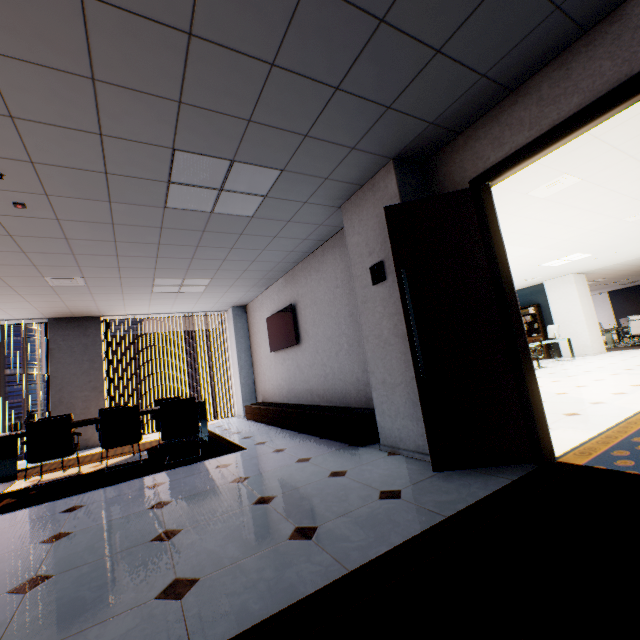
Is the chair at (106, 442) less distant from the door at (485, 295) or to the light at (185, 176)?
the light at (185, 176)

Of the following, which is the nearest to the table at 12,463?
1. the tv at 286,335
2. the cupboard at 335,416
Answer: the cupboard at 335,416

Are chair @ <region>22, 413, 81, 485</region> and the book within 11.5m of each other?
no

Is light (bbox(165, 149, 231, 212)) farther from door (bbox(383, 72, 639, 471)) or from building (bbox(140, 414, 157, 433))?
building (bbox(140, 414, 157, 433))

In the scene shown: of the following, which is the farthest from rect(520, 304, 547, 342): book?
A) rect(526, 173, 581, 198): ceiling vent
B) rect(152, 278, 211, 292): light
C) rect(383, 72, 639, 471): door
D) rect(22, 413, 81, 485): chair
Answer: rect(22, 413, 81, 485): chair

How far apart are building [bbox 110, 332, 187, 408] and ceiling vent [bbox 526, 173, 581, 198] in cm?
6382

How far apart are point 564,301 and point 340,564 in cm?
1374

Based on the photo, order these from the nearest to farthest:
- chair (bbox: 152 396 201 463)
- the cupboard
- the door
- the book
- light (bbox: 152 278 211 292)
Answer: the door, the cupboard, chair (bbox: 152 396 201 463), light (bbox: 152 278 211 292), the book
